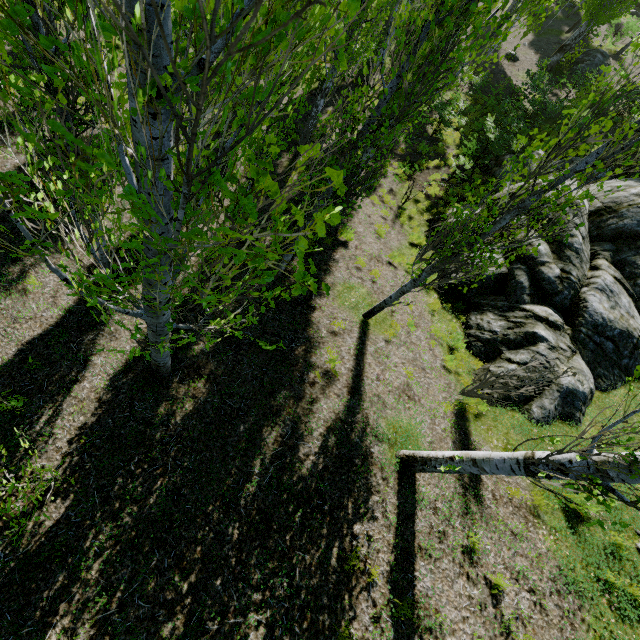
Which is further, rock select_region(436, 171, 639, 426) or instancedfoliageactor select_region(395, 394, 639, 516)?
rock select_region(436, 171, 639, 426)

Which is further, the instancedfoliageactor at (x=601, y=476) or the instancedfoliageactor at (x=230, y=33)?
the instancedfoliageactor at (x=601, y=476)

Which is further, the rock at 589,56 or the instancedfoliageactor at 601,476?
the rock at 589,56

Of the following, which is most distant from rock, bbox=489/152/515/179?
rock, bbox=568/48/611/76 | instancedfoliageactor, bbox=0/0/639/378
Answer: rock, bbox=568/48/611/76

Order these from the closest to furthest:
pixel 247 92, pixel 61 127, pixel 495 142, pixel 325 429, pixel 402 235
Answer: pixel 61 127 < pixel 247 92 < pixel 325 429 < pixel 402 235 < pixel 495 142

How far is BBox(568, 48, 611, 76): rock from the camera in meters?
20.4 m

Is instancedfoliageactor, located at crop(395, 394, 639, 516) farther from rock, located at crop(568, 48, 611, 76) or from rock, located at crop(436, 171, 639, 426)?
rock, located at crop(568, 48, 611, 76)
